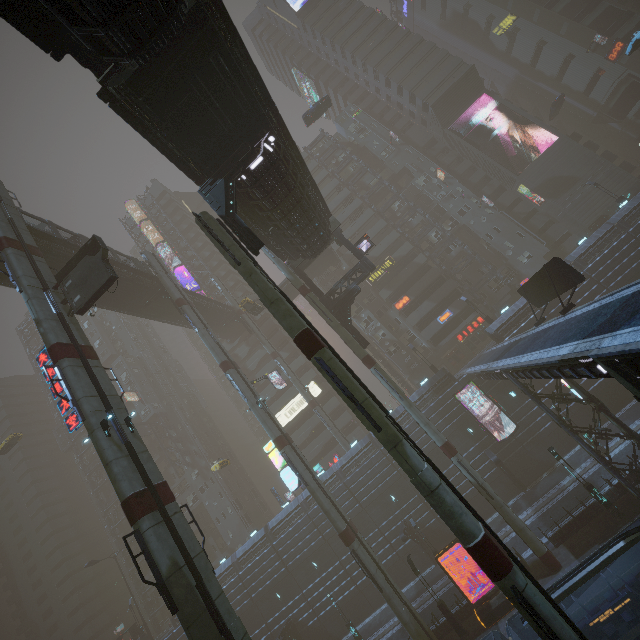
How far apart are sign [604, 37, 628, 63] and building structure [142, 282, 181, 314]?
81.01m

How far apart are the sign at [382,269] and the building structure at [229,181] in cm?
3648

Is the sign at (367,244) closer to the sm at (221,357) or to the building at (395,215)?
the sm at (221,357)

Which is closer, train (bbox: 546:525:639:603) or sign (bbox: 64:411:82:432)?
train (bbox: 546:525:639:603)

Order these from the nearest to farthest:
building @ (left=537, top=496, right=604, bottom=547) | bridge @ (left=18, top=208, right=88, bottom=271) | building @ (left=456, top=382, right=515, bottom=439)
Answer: building @ (left=537, top=496, right=604, bottom=547) → bridge @ (left=18, top=208, right=88, bottom=271) → building @ (left=456, top=382, right=515, bottom=439)

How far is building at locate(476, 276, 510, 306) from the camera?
48.5m

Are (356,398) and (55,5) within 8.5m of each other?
no

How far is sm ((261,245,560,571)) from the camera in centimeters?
2209cm
